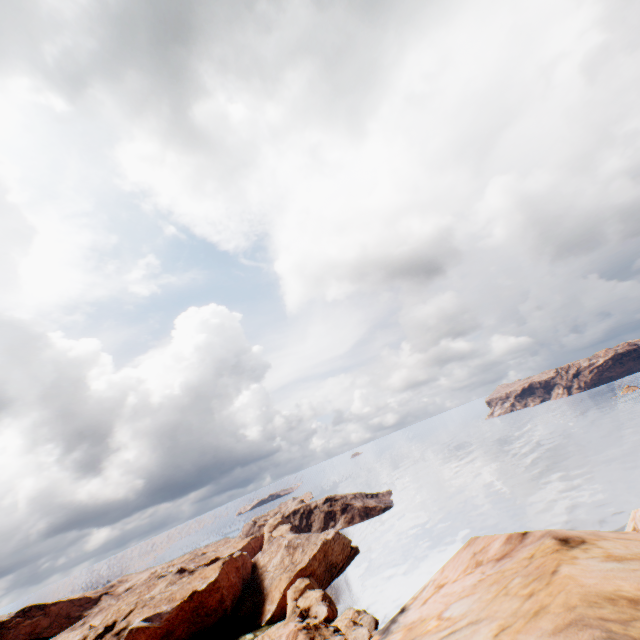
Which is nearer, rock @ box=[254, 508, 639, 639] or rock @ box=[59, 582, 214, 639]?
rock @ box=[254, 508, 639, 639]

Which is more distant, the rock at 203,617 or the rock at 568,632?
the rock at 203,617

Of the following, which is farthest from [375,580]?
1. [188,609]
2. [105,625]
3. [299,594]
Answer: [105,625]
